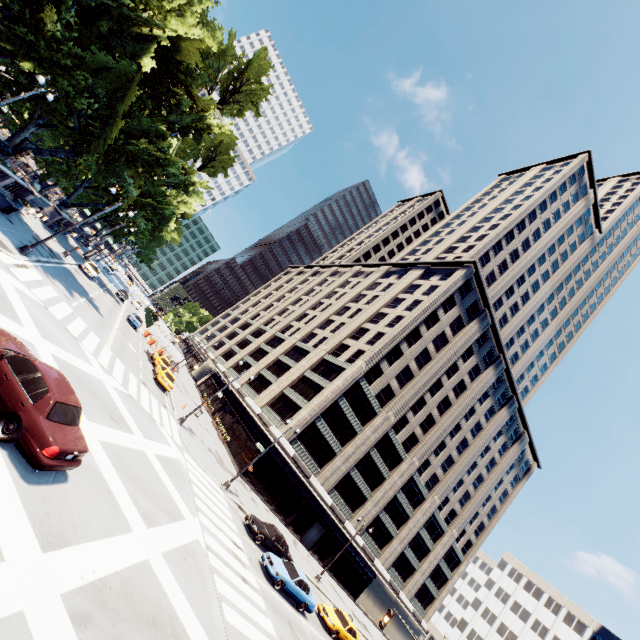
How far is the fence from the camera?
48.3 meters

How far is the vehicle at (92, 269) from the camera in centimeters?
3812cm

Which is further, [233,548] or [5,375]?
[233,548]

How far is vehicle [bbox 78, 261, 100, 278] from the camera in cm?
3812

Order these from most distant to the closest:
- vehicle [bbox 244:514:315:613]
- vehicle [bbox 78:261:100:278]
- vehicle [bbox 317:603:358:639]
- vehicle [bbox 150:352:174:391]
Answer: vehicle [bbox 78:261:100:278]
vehicle [bbox 150:352:174:391]
vehicle [bbox 317:603:358:639]
vehicle [bbox 244:514:315:613]

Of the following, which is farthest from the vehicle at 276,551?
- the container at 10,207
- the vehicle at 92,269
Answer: the vehicle at 92,269

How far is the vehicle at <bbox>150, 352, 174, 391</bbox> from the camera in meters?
30.8 m

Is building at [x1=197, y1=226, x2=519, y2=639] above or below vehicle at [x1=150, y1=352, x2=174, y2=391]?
above
